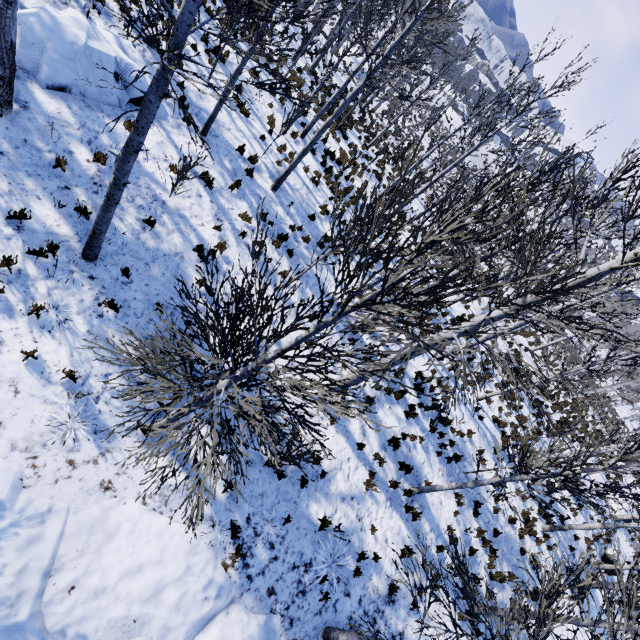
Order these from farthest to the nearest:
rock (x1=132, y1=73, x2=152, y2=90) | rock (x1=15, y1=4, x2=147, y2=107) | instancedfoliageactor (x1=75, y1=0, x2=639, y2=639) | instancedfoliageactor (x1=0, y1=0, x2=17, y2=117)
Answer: rock (x1=132, y1=73, x2=152, y2=90)
rock (x1=15, y1=4, x2=147, y2=107)
instancedfoliageactor (x1=0, y1=0, x2=17, y2=117)
instancedfoliageactor (x1=75, y1=0, x2=639, y2=639)

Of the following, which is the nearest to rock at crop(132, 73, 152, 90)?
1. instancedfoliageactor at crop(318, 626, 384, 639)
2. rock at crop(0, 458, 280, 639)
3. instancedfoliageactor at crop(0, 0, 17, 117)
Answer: instancedfoliageactor at crop(0, 0, 17, 117)

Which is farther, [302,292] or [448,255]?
[302,292]

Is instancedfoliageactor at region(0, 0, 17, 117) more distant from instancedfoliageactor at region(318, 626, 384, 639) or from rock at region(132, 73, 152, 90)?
instancedfoliageactor at region(318, 626, 384, 639)

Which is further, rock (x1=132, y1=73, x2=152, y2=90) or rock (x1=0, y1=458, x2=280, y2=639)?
rock (x1=132, y1=73, x2=152, y2=90)

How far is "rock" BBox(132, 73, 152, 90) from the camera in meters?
8.7

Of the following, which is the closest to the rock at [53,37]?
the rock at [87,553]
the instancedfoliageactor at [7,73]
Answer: the instancedfoliageactor at [7,73]

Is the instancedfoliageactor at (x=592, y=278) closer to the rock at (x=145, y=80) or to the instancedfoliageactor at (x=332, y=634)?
the rock at (x=145, y=80)
